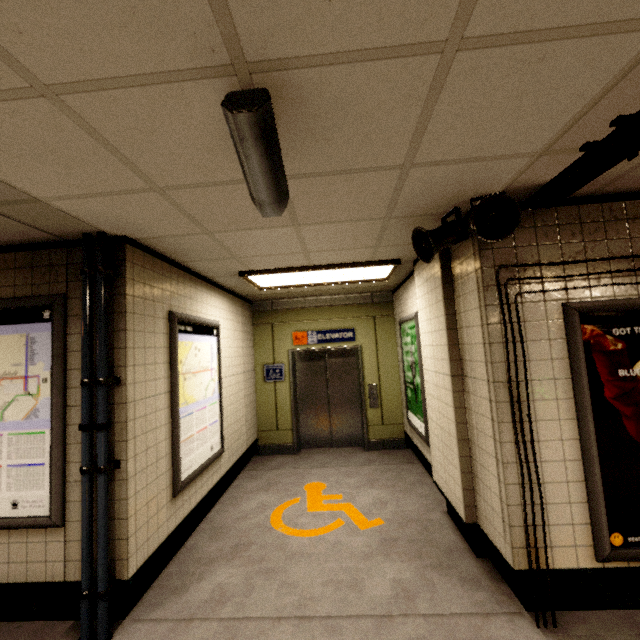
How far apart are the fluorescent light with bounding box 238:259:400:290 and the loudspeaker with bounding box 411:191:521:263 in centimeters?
120cm

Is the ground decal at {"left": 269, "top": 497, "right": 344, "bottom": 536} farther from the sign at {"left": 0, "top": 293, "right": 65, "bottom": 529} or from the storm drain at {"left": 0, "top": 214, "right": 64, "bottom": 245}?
the storm drain at {"left": 0, "top": 214, "right": 64, "bottom": 245}

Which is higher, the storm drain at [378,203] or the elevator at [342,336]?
the storm drain at [378,203]

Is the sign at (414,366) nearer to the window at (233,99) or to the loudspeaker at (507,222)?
the loudspeaker at (507,222)

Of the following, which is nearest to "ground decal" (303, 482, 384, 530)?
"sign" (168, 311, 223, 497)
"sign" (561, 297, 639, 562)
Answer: "sign" (168, 311, 223, 497)

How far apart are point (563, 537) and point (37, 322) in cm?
427

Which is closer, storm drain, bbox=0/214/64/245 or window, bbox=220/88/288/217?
window, bbox=220/88/288/217

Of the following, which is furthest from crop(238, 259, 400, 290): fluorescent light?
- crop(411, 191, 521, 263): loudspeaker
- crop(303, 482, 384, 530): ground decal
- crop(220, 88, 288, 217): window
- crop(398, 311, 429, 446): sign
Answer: crop(303, 482, 384, 530): ground decal
